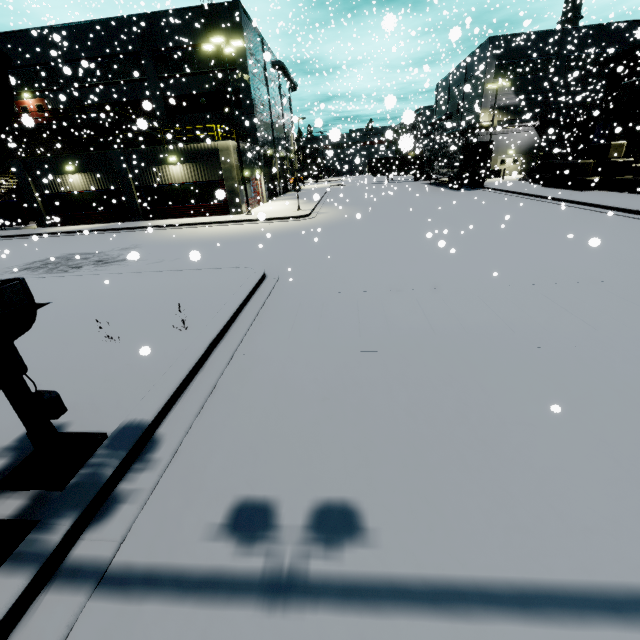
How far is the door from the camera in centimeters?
2908cm

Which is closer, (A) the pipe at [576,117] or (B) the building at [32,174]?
(B) the building at [32,174]

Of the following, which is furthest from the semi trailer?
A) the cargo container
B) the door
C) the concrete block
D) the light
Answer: the door

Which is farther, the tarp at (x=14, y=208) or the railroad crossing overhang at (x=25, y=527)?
the tarp at (x=14, y=208)

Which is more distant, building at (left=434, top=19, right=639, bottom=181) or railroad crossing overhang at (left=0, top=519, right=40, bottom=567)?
building at (left=434, top=19, right=639, bottom=181)

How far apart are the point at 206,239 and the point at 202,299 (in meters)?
10.28

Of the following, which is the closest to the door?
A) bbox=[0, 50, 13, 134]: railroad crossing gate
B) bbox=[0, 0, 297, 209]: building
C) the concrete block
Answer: bbox=[0, 0, 297, 209]: building

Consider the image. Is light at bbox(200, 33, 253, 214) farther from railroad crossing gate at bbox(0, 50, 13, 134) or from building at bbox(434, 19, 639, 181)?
railroad crossing gate at bbox(0, 50, 13, 134)
